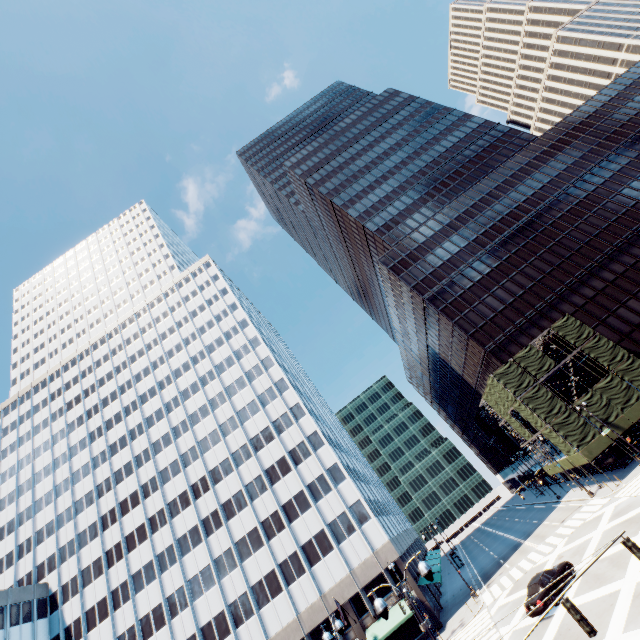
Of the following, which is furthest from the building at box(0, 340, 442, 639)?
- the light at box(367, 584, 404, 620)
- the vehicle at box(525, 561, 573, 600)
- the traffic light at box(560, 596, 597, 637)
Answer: the traffic light at box(560, 596, 597, 637)

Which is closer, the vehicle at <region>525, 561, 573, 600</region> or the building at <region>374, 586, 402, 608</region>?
the vehicle at <region>525, 561, 573, 600</region>

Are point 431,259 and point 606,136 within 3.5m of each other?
no

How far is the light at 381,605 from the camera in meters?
10.3 m

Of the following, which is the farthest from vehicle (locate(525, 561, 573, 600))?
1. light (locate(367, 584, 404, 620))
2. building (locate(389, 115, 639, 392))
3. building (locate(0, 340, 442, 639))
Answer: building (locate(389, 115, 639, 392))

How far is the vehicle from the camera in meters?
22.0

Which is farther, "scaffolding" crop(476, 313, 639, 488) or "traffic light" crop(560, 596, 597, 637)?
"scaffolding" crop(476, 313, 639, 488)

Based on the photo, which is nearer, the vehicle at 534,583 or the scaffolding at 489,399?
the vehicle at 534,583
